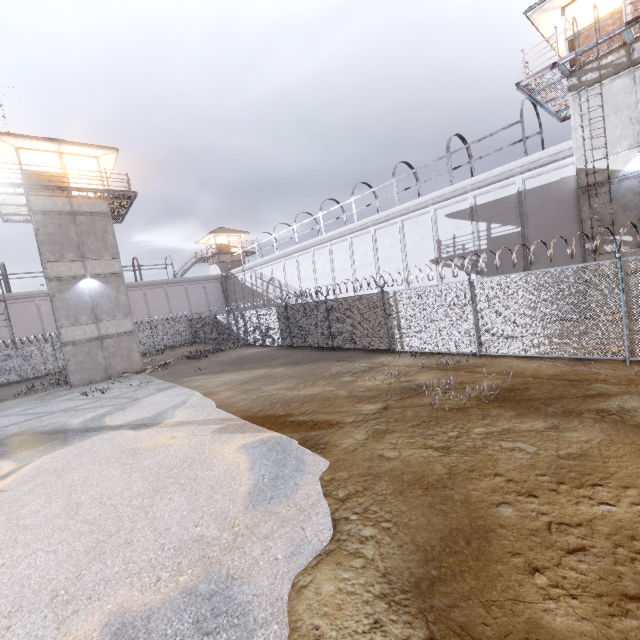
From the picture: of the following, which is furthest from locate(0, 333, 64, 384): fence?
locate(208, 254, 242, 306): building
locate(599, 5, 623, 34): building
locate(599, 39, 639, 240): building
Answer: locate(599, 5, 623, 34): building

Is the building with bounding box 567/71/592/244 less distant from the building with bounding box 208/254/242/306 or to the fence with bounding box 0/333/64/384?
the fence with bounding box 0/333/64/384

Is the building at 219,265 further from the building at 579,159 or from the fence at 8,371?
the building at 579,159

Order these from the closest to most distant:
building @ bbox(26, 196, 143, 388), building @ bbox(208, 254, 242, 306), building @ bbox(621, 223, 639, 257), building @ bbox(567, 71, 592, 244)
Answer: building @ bbox(621, 223, 639, 257)
building @ bbox(567, 71, 592, 244)
building @ bbox(26, 196, 143, 388)
building @ bbox(208, 254, 242, 306)

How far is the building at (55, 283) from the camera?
19.4 meters

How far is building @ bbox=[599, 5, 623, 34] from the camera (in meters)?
12.58

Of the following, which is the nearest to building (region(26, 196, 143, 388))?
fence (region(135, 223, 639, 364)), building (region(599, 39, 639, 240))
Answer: fence (region(135, 223, 639, 364))

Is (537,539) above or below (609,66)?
below
